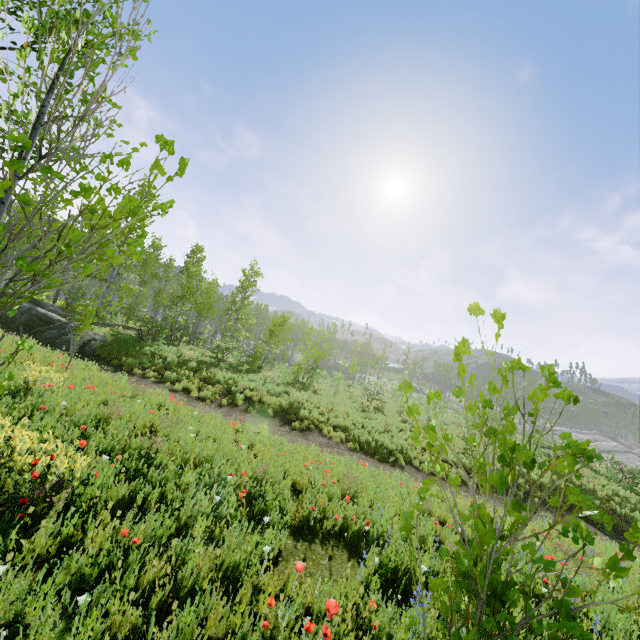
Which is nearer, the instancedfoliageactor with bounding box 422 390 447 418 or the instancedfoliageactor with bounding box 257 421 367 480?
the instancedfoliageactor with bounding box 422 390 447 418

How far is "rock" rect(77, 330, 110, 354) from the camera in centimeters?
1480cm

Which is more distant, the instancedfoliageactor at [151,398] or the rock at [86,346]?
the rock at [86,346]

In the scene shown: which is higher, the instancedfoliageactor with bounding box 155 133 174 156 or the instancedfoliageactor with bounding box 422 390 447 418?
the instancedfoliageactor with bounding box 155 133 174 156

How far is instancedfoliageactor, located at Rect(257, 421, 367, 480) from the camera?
7.3 meters

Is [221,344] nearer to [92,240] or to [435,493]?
[435,493]
